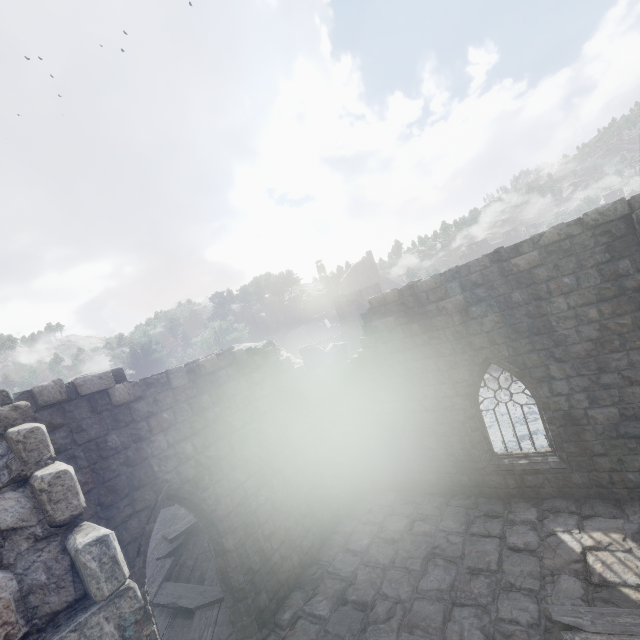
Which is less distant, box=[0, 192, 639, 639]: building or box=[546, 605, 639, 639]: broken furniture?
box=[0, 192, 639, 639]: building

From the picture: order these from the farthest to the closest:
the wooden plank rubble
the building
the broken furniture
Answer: the wooden plank rubble, the broken furniture, the building

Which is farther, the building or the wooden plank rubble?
the wooden plank rubble

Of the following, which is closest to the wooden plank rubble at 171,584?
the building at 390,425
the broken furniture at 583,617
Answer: the building at 390,425

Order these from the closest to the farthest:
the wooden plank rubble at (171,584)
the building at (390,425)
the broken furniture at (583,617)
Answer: the building at (390,425), the broken furniture at (583,617), the wooden plank rubble at (171,584)

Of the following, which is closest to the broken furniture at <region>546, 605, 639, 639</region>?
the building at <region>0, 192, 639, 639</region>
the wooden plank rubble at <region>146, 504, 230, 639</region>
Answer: the building at <region>0, 192, 639, 639</region>

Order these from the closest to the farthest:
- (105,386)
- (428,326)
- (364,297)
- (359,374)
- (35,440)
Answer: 1. (35,440)
2. (105,386)
3. (428,326)
4. (359,374)
5. (364,297)
